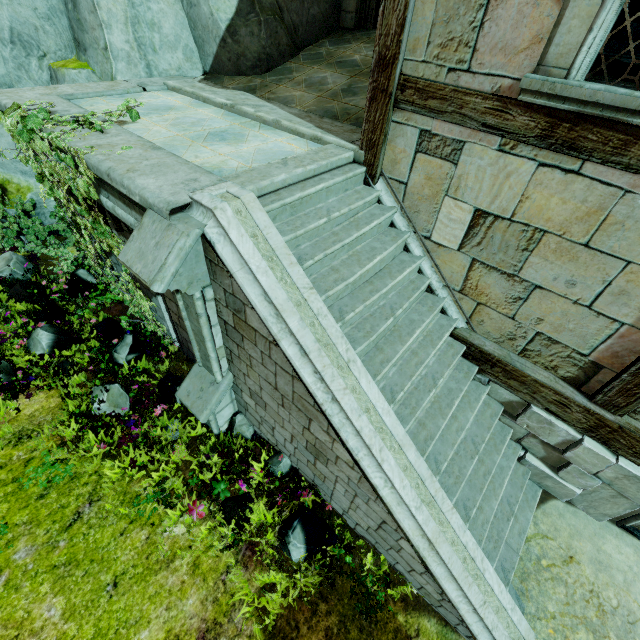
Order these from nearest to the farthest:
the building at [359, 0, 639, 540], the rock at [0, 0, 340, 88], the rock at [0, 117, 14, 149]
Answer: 1. the building at [359, 0, 639, 540]
2. the rock at [0, 0, 340, 88]
3. the rock at [0, 117, 14, 149]

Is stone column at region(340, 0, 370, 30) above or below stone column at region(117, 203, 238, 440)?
above

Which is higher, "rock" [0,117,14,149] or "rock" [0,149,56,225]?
"rock" [0,117,14,149]

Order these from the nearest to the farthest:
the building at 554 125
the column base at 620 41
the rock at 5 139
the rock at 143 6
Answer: the building at 554 125, the rock at 143 6, the rock at 5 139, the column base at 620 41

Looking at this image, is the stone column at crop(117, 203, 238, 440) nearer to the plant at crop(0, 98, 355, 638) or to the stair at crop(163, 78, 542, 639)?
the stair at crop(163, 78, 542, 639)

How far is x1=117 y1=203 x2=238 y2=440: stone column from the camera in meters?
2.9 m

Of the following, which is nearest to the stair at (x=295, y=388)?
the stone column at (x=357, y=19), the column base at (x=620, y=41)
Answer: the stone column at (x=357, y=19)

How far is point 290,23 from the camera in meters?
6.8
